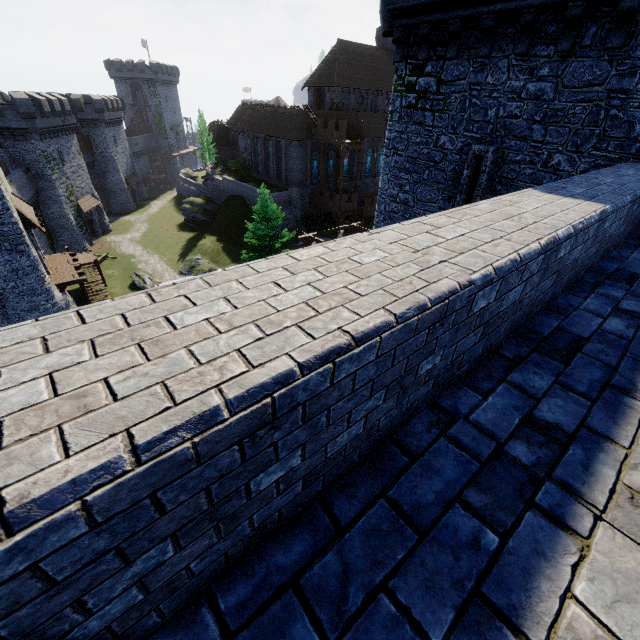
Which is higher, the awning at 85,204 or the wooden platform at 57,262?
the wooden platform at 57,262

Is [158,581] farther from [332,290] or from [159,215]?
[159,215]

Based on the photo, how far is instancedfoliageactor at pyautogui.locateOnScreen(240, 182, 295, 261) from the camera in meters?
27.0 m

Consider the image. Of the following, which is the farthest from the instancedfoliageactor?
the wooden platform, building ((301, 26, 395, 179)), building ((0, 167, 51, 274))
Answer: building ((301, 26, 395, 179))

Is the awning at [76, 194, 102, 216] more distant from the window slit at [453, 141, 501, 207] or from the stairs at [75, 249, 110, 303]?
the window slit at [453, 141, 501, 207]

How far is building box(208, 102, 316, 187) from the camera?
41.34m

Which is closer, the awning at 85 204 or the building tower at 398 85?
the building tower at 398 85

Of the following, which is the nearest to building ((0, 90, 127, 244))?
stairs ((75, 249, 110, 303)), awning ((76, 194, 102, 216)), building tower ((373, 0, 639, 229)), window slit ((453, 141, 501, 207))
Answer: awning ((76, 194, 102, 216))
